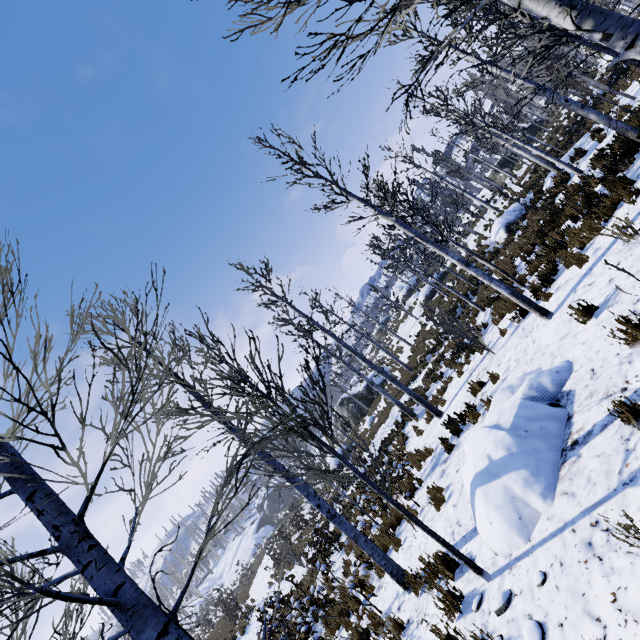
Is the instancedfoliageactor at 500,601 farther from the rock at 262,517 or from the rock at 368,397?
the rock at 262,517

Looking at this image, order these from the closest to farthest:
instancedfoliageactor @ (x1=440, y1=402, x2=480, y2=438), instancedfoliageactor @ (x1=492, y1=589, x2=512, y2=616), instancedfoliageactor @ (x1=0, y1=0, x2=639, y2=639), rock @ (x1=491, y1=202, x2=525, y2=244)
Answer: instancedfoliageactor @ (x1=0, y1=0, x2=639, y2=639) → instancedfoliageactor @ (x1=492, y1=589, x2=512, y2=616) → instancedfoliageactor @ (x1=440, y1=402, x2=480, y2=438) → rock @ (x1=491, y1=202, x2=525, y2=244)

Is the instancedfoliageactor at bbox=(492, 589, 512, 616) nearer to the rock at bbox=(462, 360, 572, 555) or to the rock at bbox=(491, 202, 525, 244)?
the rock at bbox=(462, 360, 572, 555)

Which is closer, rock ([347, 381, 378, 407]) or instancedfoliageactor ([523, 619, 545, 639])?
instancedfoliageactor ([523, 619, 545, 639])

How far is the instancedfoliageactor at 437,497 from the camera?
6.54m

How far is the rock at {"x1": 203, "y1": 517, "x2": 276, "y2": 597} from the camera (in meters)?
48.75

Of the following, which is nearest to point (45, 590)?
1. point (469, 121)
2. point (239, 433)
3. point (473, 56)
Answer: point (239, 433)

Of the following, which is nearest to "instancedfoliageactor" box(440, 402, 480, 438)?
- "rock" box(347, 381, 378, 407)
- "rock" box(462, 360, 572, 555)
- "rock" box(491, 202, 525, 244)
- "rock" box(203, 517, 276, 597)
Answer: "rock" box(462, 360, 572, 555)
